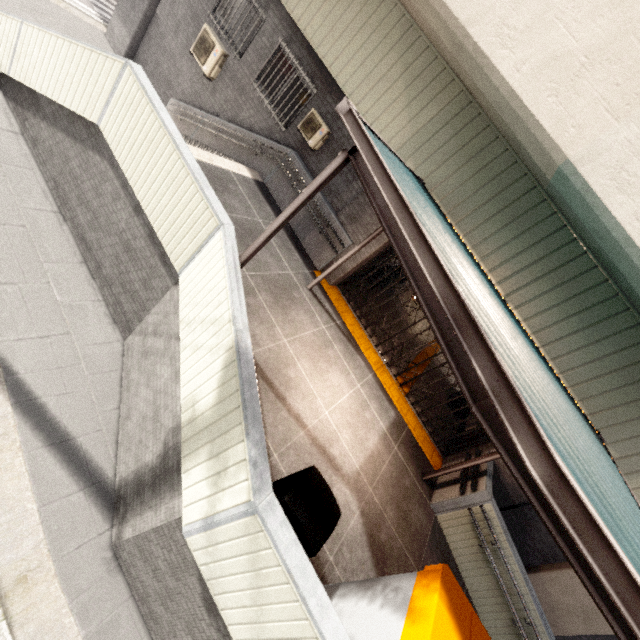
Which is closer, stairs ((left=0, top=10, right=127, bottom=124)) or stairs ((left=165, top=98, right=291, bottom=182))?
stairs ((left=0, top=10, right=127, bottom=124))

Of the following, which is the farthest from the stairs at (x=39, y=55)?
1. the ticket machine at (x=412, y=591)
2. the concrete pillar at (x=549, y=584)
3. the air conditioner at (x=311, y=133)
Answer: the concrete pillar at (x=549, y=584)

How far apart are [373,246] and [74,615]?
7.9 meters

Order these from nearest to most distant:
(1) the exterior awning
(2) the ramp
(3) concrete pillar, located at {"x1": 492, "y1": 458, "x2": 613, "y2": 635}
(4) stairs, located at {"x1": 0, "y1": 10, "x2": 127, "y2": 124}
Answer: (1) the exterior awning → (4) stairs, located at {"x1": 0, "y1": 10, "x2": 127, "y2": 124} → (2) the ramp → (3) concrete pillar, located at {"x1": 492, "y1": 458, "x2": 613, "y2": 635}

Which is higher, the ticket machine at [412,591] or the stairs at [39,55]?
the ticket machine at [412,591]

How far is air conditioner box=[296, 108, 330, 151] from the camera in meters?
7.9 m

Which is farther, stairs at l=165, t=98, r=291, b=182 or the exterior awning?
stairs at l=165, t=98, r=291, b=182

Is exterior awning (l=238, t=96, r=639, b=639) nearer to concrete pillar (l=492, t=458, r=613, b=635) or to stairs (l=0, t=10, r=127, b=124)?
concrete pillar (l=492, t=458, r=613, b=635)
